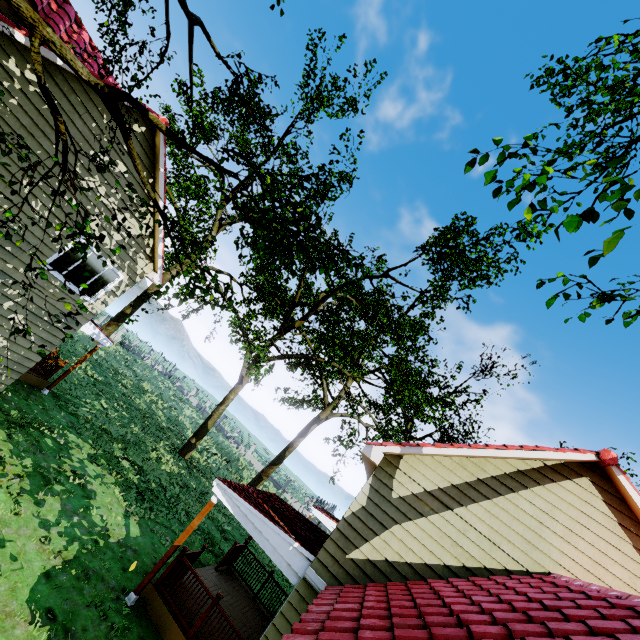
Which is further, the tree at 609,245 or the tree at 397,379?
the tree at 397,379

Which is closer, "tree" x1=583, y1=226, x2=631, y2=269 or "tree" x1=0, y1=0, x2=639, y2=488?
"tree" x1=583, y1=226, x2=631, y2=269

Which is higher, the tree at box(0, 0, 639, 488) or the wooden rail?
the tree at box(0, 0, 639, 488)

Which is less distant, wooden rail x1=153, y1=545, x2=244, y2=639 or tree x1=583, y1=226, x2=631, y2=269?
tree x1=583, y1=226, x2=631, y2=269

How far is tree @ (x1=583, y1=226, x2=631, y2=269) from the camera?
3.33m

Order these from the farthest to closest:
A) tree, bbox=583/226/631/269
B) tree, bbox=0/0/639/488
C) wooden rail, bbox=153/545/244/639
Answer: wooden rail, bbox=153/545/244/639 < tree, bbox=0/0/639/488 < tree, bbox=583/226/631/269

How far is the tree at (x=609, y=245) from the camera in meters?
3.3 m

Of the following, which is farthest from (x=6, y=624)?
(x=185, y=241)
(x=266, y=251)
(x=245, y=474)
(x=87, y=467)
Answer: (x=245, y=474)
